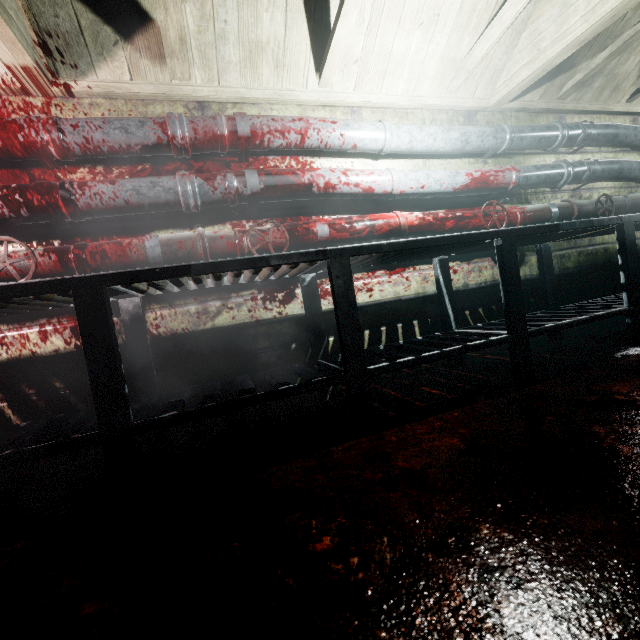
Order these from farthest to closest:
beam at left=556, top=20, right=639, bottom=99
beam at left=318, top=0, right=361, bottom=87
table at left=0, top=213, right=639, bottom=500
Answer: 1. beam at left=556, top=20, right=639, bottom=99
2. beam at left=318, top=0, right=361, bottom=87
3. table at left=0, top=213, right=639, bottom=500

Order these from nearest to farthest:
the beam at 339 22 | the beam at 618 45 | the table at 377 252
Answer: the table at 377 252, the beam at 339 22, the beam at 618 45

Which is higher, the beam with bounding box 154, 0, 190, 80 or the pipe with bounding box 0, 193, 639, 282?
the beam with bounding box 154, 0, 190, 80

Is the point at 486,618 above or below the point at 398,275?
below

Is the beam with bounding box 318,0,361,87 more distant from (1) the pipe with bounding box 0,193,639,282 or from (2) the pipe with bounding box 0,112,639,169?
(1) the pipe with bounding box 0,193,639,282

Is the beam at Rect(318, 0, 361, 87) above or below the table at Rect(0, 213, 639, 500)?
above

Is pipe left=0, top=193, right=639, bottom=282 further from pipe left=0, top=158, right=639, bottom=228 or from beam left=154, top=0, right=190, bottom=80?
beam left=154, top=0, right=190, bottom=80

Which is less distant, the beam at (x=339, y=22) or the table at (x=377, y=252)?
the table at (x=377, y=252)
